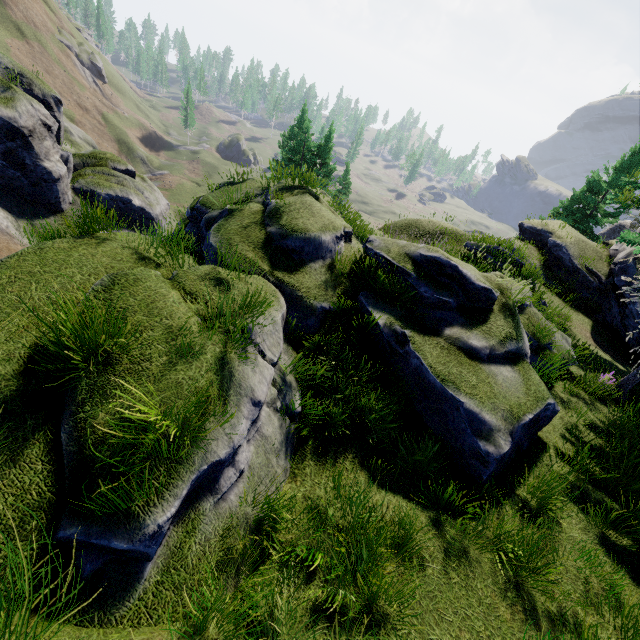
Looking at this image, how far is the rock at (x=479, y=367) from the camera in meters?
5.9 m

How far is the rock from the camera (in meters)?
5.91

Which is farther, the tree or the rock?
the tree

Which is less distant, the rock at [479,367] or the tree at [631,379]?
the rock at [479,367]

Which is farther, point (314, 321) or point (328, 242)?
point (328, 242)
